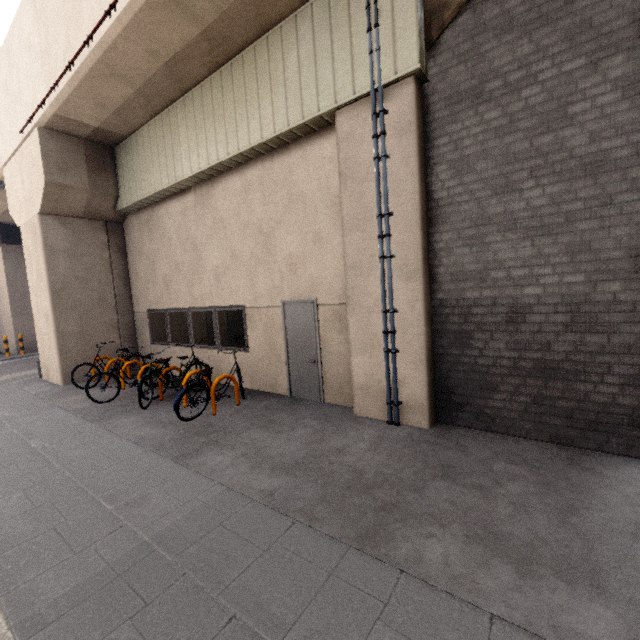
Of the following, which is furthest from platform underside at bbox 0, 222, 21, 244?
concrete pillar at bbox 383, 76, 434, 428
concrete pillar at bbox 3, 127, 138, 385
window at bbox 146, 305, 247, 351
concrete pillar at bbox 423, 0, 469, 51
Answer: concrete pillar at bbox 423, 0, 469, 51

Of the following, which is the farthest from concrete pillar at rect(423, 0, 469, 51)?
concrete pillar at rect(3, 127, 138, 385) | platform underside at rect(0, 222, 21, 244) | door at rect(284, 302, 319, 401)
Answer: platform underside at rect(0, 222, 21, 244)

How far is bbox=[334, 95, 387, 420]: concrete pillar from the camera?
5.11m

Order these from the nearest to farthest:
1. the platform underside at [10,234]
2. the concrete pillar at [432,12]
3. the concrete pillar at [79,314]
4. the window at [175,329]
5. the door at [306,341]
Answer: the concrete pillar at [432,12] → the door at [306,341] → the window at [175,329] → the concrete pillar at [79,314] → the platform underside at [10,234]

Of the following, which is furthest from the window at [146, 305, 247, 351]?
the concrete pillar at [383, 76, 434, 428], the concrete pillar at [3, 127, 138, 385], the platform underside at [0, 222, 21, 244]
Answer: the platform underside at [0, 222, 21, 244]

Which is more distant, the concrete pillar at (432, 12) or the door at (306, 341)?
the door at (306, 341)

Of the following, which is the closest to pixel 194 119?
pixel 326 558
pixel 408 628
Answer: pixel 326 558

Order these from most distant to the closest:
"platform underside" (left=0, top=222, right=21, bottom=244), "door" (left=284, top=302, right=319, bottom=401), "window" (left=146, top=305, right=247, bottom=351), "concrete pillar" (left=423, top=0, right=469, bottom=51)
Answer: "platform underside" (left=0, top=222, right=21, bottom=244)
"window" (left=146, top=305, right=247, bottom=351)
"door" (left=284, top=302, right=319, bottom=401)
"concrete pillar" (left=423, top=0, right=469, bottom=51)
